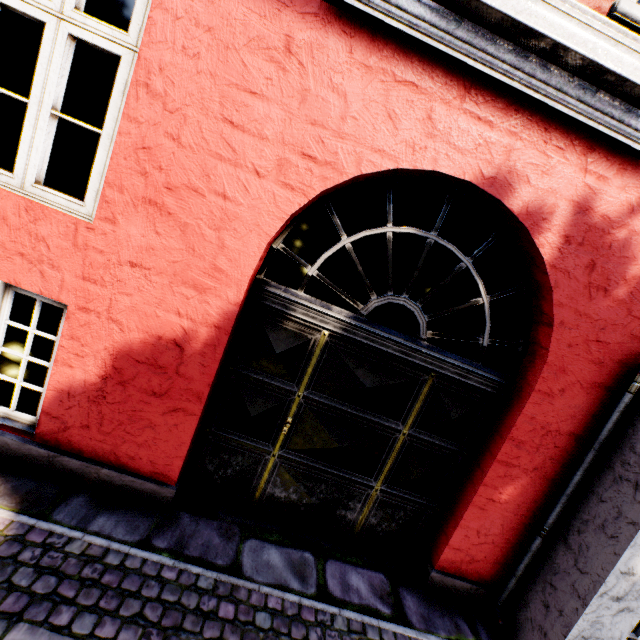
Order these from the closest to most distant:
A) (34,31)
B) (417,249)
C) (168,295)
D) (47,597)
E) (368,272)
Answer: (47,597)
(168,295)
(34,31)
(417,249)
(368,272)
